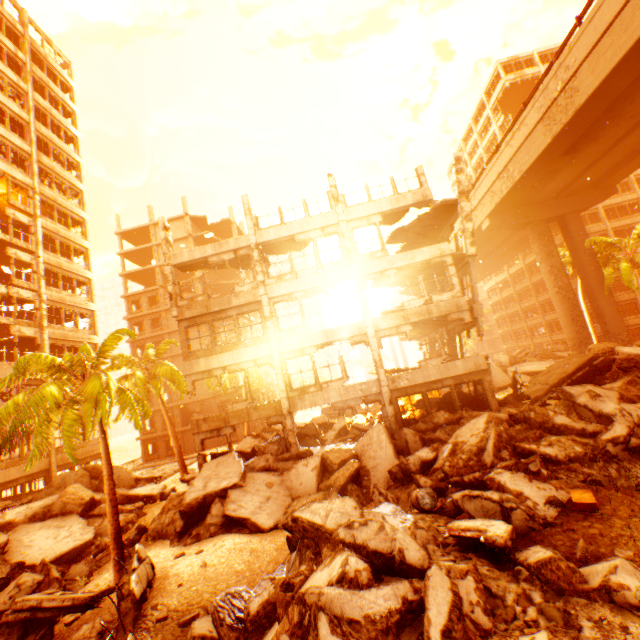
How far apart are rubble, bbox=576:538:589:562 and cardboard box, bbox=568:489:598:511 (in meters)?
0.98

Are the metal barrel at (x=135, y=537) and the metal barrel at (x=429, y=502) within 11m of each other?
no

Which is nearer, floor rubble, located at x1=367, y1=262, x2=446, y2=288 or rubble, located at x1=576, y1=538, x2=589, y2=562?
rubble, located at x1=576, y1=538, x2=589, y2=562

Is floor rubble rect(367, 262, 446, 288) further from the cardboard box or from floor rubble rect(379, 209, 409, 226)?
the cardboard box

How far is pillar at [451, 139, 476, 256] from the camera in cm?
1683

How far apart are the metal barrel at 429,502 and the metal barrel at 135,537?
12.12m

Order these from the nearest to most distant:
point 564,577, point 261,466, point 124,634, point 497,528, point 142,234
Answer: point 564,577
point 497,528
point 124,634
point 261,466
point 142,234

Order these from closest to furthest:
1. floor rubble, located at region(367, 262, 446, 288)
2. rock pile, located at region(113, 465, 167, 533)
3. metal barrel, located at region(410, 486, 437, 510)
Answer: metal barrel, located at region(410, 486, 437, 510)
rock pile, located at region(113, 465, 167, 533)
floor rubble, located at region(367, 262, 446, 288)
